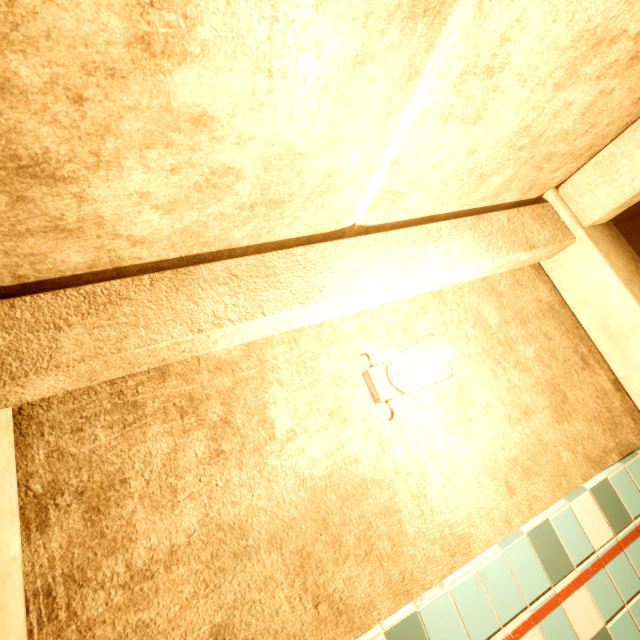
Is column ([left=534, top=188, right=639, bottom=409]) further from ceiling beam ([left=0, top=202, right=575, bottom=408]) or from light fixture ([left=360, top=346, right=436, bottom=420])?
light fixture ([left=360, top=346, right=436, bottom=420])

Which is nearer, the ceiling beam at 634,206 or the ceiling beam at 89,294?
the ceiling beam at 89,294

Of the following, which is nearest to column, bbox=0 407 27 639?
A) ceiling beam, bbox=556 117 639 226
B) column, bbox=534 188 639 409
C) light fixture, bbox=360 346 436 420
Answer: ceiling beam, bbox=556 117 639 226

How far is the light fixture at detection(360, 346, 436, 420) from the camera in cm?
136

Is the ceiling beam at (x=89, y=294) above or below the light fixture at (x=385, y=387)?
above

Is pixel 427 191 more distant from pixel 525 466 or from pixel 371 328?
pixel 525 466

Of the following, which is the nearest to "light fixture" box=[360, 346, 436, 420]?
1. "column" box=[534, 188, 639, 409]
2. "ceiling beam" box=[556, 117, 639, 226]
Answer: "ceiling beam" box=[556, 117, 639, 226]
